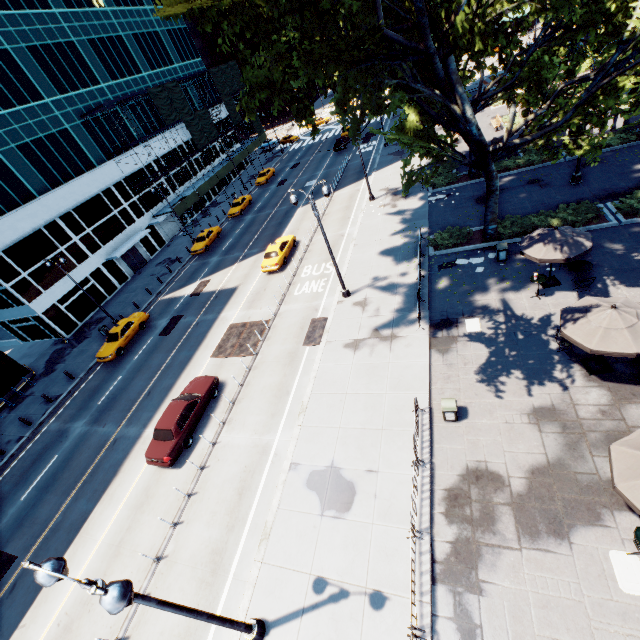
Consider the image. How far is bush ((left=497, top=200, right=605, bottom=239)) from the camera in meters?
18.4 m

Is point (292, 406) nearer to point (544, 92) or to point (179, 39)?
point (544, 92)

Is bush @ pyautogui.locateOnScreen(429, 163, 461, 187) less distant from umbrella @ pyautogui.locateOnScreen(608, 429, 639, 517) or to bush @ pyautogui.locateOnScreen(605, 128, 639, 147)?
bush @ pyautogui.locateOnScreen(605, 128, 639, 147)

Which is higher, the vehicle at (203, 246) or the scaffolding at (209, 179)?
the scaffolding at (209, 179)

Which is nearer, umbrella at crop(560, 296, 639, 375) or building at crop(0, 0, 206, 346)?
umbrella at crop(560, 296, 639, 375)

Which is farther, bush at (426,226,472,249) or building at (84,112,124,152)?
building at (84,112,124,152)

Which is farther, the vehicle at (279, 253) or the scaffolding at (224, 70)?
the scaffolding at (224, 70)

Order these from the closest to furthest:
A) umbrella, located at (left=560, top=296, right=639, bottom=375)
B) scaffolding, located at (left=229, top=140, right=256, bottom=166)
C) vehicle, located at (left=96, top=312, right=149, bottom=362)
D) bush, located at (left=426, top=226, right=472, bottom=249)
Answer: umbrella, located at (left=560, top=296, right=639, bottom=375), bush, located at (left=426, top=226, right=472, bottom=249), vehicle, located at (left=96, top=312, right=149, bottom=362), scaffolding, located at (left=229, top=140, right=256, bottom=166)
